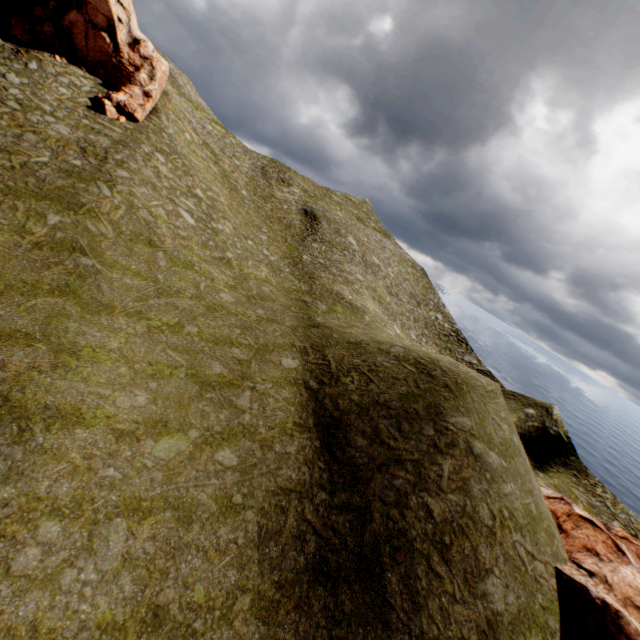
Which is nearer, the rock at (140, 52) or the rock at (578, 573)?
the rock at (578, 573)

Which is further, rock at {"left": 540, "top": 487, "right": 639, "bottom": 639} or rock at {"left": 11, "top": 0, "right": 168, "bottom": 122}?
rock at {"left": 11, "top": 0, "right": 168, "bottom": 122}

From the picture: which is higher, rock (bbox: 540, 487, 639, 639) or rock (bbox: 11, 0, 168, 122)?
rock (bbox: 11, 0, 168, 122)

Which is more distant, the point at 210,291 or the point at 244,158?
the point at 244,158

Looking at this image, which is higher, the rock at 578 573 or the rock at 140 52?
the rock at 140 52
